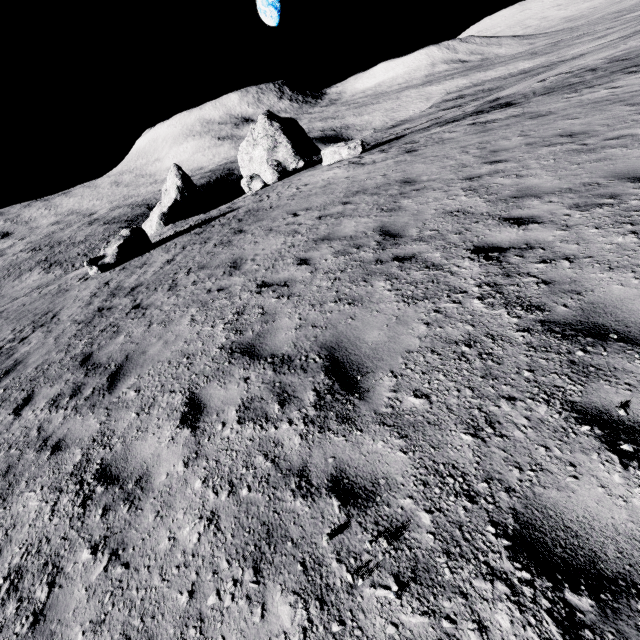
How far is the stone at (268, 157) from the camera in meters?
22.0

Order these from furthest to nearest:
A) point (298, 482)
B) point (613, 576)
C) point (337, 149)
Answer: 1. point (337, 149)
2. point (298, 482)
3. point (613, 576)

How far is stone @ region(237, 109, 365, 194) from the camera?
22.0m
